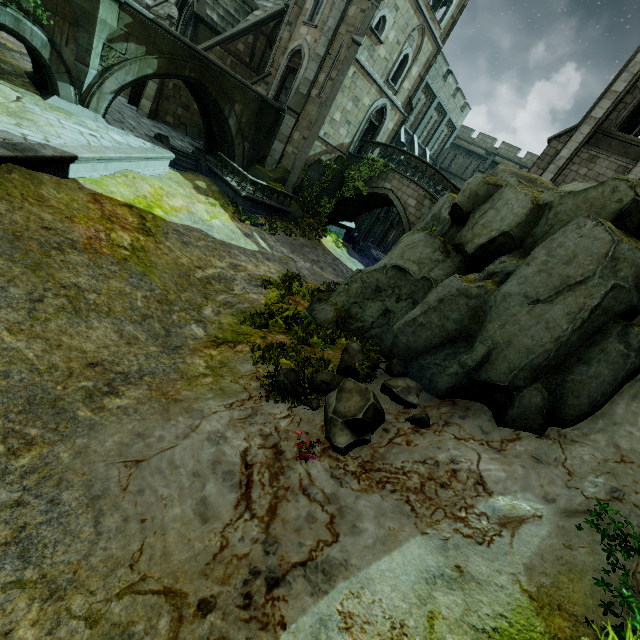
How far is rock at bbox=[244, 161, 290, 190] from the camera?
20.9 meters

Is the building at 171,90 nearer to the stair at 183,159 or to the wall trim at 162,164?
the stair at 183,159

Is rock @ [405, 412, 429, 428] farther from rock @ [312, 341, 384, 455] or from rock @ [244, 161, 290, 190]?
rock @ [244, 161, 290, 190]

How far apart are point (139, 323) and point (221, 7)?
26.8 meters

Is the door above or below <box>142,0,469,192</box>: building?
below

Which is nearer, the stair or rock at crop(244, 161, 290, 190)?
the stair

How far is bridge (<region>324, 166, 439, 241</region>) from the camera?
20.0 meters

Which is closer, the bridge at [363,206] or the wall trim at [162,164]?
the wall trim at [162,164]
